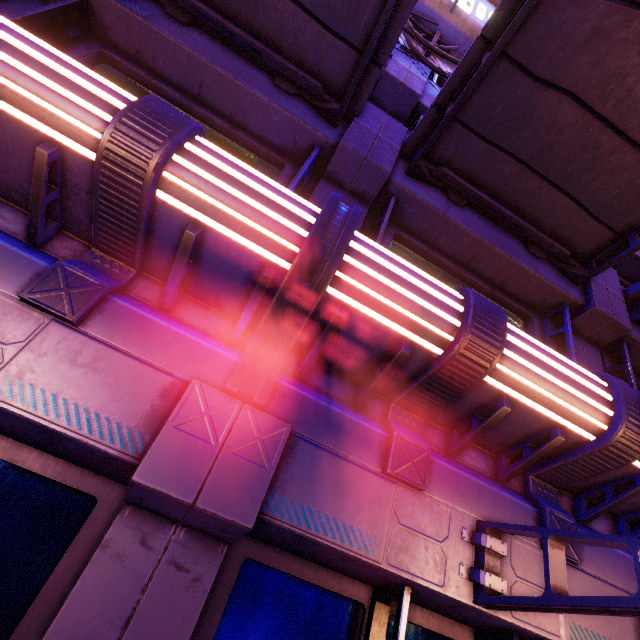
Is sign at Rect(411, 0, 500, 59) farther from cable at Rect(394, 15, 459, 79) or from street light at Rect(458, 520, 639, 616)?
street light at Rect(458, 520, 639, 616)

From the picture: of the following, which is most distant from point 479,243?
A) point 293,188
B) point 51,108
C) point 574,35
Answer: point 51,108

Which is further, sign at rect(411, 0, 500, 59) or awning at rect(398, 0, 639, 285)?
sign at rect(411, 0, 500, 59)

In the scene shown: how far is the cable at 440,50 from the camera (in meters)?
6.18

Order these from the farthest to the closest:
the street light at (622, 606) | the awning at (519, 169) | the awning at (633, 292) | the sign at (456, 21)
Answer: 1. the sign at (456, 21)
2. the awning at (633, 292)
3. the awning at (519, 169)
4. the street light at (622, 606)

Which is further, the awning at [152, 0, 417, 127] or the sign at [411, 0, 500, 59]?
the sign at [411, 0, 500, 59]

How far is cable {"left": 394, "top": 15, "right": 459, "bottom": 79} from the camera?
6.18m

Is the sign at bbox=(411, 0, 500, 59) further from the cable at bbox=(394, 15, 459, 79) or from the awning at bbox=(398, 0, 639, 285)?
the awning at bbox=(398, 0, 639, 285)
